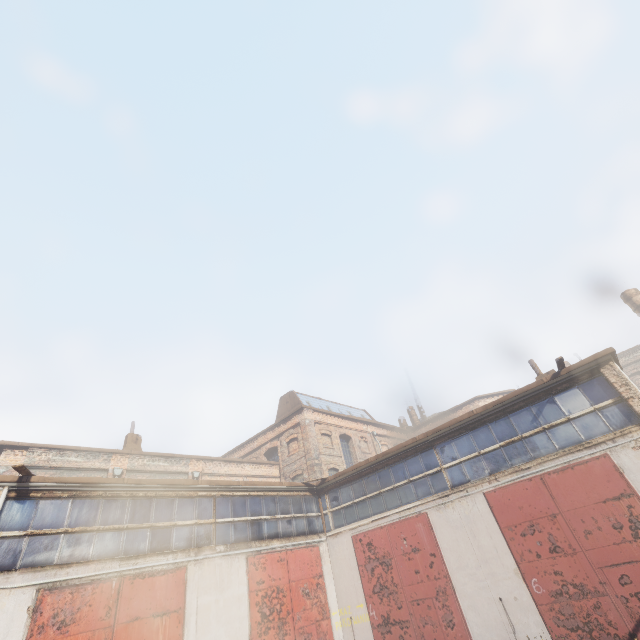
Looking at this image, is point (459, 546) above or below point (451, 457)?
below
